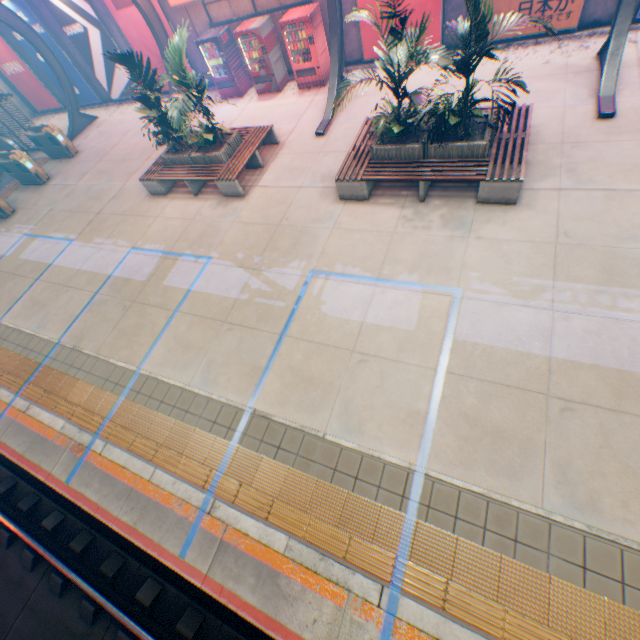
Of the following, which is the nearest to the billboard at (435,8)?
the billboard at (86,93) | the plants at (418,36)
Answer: the plants at (418,36)

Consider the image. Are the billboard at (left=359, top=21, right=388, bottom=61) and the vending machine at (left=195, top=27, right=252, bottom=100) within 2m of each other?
no

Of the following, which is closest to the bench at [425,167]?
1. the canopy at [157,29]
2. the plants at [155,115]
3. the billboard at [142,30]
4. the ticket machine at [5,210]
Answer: the canopy at [157,29]

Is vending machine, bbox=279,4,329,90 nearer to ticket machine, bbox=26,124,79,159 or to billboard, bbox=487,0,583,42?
billboard, bbox=487,0,583,42

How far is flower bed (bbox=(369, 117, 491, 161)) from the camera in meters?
6.7 m

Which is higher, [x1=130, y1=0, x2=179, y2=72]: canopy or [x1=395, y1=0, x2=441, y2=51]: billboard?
[x1=130, y1=0, x2=179, y2=72]: canopy

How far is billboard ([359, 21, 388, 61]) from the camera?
Answer: 10.6m

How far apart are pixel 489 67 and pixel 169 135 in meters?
9.8 m
